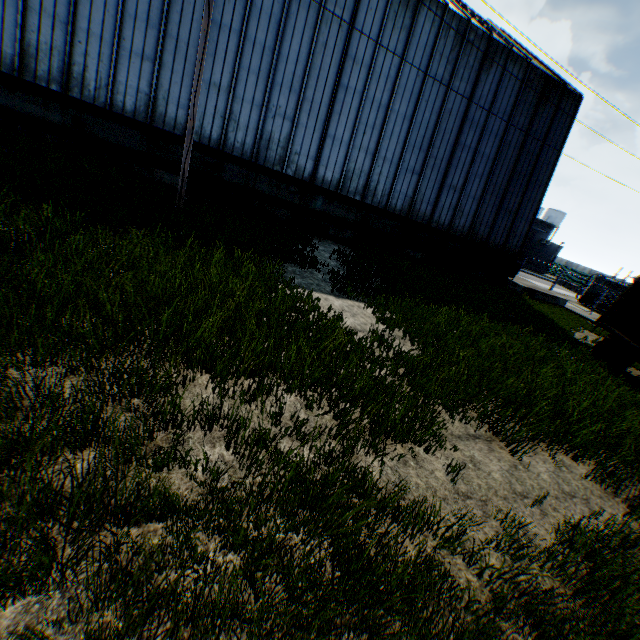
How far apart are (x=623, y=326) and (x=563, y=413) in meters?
7.7 m

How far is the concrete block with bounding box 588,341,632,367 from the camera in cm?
1179

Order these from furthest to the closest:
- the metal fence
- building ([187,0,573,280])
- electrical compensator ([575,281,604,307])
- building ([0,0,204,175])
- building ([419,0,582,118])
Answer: electrical compensator ([575,281,604,307])
the metal fence
building ([419,0,582,118])
building ([187,0,573,280])
building ([0,0,204,175])

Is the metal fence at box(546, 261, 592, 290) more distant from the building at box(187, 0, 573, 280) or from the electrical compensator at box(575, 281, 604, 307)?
the building at box(187, 0, 573, 280)

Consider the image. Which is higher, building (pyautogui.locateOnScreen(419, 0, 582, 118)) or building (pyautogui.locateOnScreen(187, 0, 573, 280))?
building (pyautogui.locateOnScreen(419, 0, 582, 118))

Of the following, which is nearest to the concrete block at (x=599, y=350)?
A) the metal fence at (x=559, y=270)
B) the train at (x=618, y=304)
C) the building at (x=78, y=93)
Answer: the train at (x=618, y=304)

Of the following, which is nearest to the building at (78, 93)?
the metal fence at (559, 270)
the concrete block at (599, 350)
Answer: the metal fence at (559, 270)
